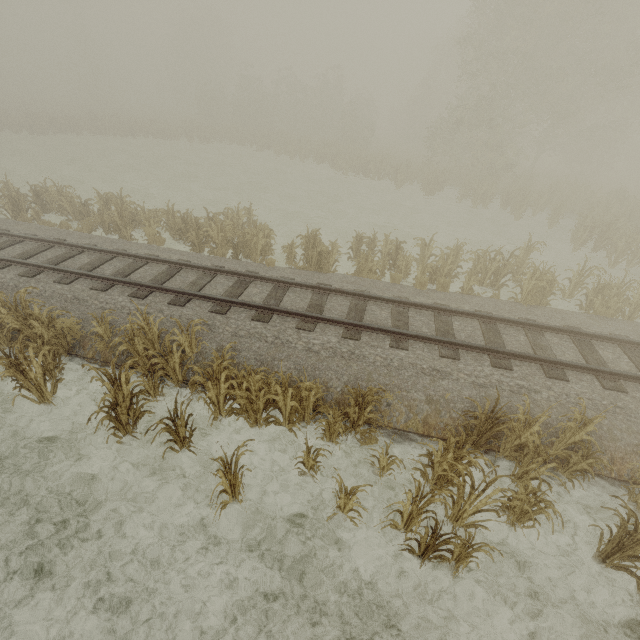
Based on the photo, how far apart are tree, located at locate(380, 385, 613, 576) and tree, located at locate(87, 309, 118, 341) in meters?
8.0 m

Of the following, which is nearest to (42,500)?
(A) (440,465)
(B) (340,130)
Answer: (A) (440,465)

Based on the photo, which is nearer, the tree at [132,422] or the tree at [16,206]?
the tree at [132,422]

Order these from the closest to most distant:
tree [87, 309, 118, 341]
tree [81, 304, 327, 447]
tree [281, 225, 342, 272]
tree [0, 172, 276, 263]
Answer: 1. tree [81, 304, 327, 447]
2. tree [87, 309, 118, 341]
3. tree [281, 225, 342, 272]
4. tree [0, 172, 276, 263]

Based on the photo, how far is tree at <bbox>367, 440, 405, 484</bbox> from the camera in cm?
571

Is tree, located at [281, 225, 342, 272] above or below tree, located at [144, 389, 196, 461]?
above
